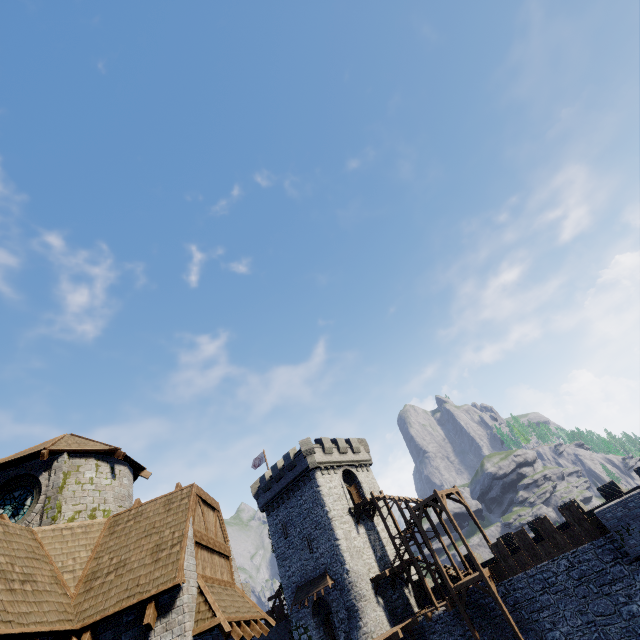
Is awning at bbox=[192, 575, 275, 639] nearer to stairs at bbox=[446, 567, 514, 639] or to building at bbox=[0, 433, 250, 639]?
building at bbox=[0, 433, 250, 639]

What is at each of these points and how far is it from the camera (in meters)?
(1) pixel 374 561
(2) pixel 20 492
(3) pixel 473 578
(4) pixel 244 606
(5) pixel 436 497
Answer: (1) building, 30.73
(2) window glass, 11.65
(3) stairs, 23.83
(4) awning, 11.52
(5) stairs, 27.09

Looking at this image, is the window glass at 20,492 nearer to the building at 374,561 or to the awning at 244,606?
the awning at 244,606

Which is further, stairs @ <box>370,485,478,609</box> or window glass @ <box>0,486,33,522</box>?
stairs @ <box>370,485,478,609</box>

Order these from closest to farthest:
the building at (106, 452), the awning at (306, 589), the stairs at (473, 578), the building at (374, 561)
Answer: the building at (106, 452) → the stairs at (473, 578) → the awning at (306, 589) → the building at (374, 561)

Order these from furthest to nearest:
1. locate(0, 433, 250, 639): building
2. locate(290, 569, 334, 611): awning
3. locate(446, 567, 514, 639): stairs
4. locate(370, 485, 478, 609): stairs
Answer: locate(290, 569, 334, 611): awning
locate(370, 485, 478, 609): stairs
locate(446, 567, 514, 639): stairs
locate(0, 433, 250, 639): building

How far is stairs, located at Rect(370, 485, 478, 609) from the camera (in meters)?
27.17

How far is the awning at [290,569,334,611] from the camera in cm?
2912
